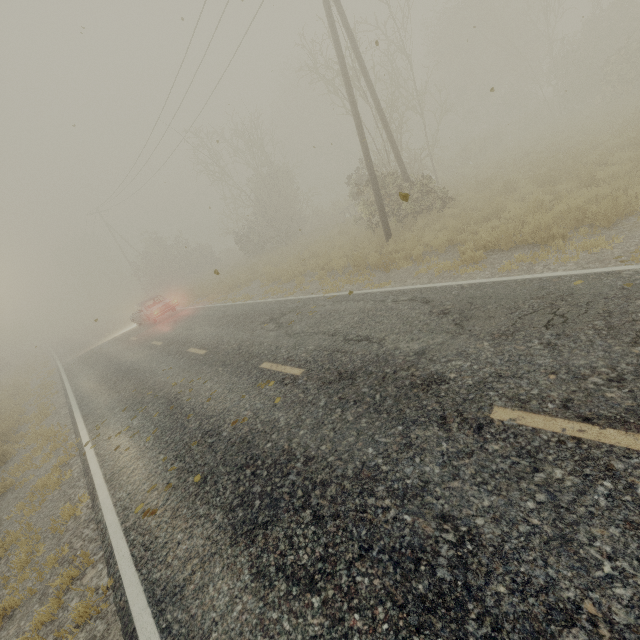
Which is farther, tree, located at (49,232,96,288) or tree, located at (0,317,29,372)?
tree, located at (49,232,96,288)

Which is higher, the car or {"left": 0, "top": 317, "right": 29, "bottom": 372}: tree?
{"left": 0, "top": 317, "right": 29, "bottom": 372}: tree

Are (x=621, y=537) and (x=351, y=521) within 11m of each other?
yes

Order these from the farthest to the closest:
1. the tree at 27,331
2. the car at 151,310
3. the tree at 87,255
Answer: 1. the tree at 87,255
2. the tree at 27,331
3. the car at 151,310

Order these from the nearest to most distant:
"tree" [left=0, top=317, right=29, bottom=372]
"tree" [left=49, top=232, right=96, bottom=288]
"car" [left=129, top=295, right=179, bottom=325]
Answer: "car" [left=129, top=295, right=179, bottom=325] < "tree" [left=0, top=317, right=29, bottom=372] < "tree" [left=49, top=232, right=96, bottom=288]

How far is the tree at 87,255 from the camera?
57.92m

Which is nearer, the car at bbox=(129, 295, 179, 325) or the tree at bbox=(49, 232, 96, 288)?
the car at bbox=(129, 295, 179, 325)
